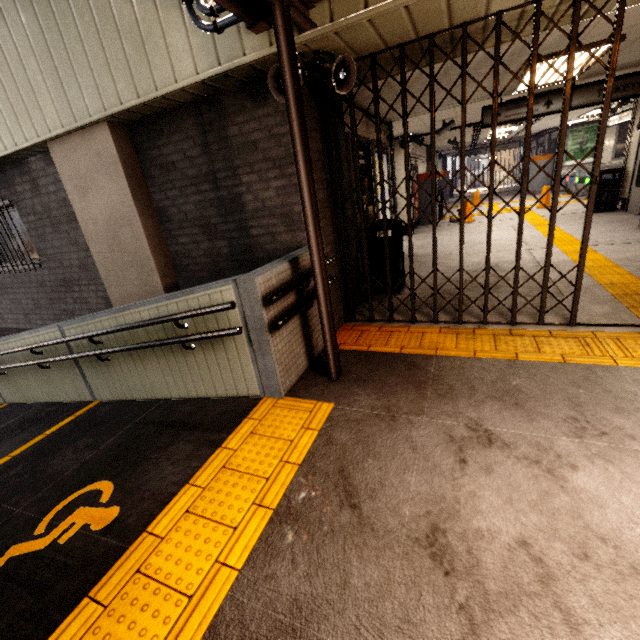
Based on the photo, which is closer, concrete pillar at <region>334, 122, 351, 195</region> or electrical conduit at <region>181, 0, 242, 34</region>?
electrical conduit at <region>181, 0, 242, 34</region>

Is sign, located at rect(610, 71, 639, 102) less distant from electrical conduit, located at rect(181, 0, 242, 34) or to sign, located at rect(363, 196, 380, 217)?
sign, located at rect(363, 196, 380, 217)

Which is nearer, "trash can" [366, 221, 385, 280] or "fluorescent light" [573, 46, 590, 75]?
"fluorescent light" [573, 46, 590, 75]

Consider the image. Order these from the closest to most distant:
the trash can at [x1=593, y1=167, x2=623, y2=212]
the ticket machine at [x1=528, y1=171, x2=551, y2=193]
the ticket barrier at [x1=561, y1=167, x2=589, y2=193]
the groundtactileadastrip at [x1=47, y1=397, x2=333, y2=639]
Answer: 1. the groundtactileadastrip at [x1=47, y1=397, x2=333, y2=639]
2. the trash can at [x1=593, y1=167, x2=623, y2=212]
3. the ticket barrier at [x1=561, y1=167, x2=589, y2=193]
4. the ticket machine at [x1=528, y1=171, x2=551, y2=193]

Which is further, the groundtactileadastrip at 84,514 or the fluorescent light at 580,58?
the fluorescent light at 580,58

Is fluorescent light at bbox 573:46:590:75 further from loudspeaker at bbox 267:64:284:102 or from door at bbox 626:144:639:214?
door at bbox 626:144:639:214

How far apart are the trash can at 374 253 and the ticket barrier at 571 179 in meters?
13.1

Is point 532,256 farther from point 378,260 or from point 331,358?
point 331,358
